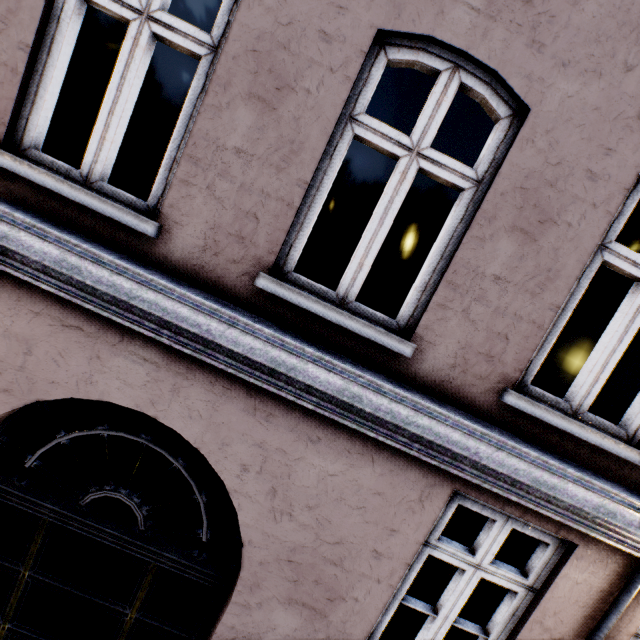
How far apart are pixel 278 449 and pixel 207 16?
9.4m
